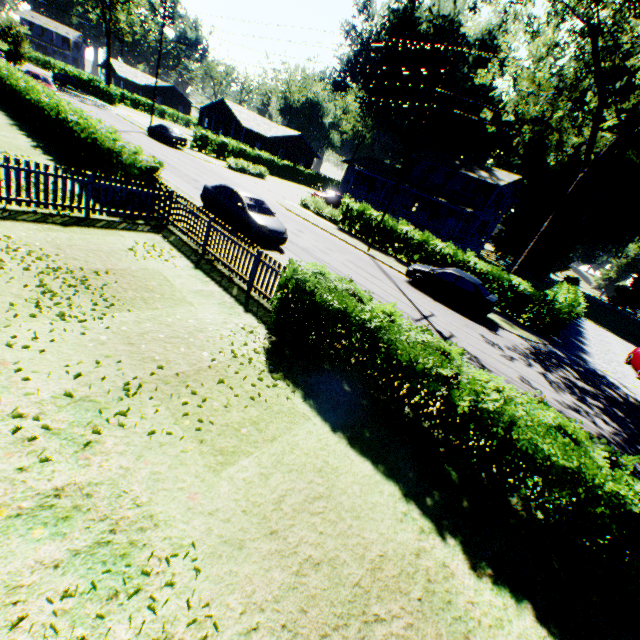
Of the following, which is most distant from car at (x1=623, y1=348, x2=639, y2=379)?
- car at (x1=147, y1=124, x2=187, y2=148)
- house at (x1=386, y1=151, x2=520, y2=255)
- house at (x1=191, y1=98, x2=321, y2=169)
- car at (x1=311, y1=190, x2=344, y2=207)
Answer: house at (x1=191, y1=98, x2=321, y2=169)

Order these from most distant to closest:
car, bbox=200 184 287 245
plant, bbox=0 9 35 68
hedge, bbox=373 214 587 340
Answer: plant, bbox=0 9 35 68 → hedge, bbox=373 214 587 340 → car, bbox=200 184 287 245

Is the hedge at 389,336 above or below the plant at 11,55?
below

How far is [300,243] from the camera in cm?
1677

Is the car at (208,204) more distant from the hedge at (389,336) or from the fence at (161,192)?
the hedge at (389,336)

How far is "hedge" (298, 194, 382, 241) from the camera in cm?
2412

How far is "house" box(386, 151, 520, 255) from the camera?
35.7m

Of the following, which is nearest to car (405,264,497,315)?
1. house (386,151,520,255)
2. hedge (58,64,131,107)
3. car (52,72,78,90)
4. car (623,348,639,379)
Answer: car (623,348,639,379)
